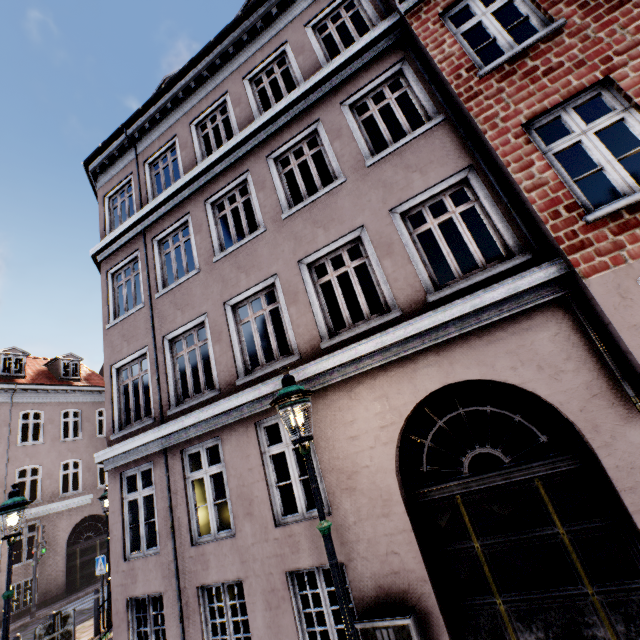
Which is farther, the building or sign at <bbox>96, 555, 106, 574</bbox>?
sign at <bbox>96, 555, 106, 574</bbox>

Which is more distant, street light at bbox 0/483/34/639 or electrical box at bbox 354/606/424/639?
street light at bbox 0/483/34/639

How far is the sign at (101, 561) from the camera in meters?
10.1

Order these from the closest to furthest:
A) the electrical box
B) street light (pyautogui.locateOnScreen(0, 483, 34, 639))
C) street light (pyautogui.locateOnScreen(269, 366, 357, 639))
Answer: street light (pyautogui.locateOnScreen(269, 366, 357, 639)) < the electrical box < street light (pyautogui.locateOnScreen(0, 483, 34, 639))

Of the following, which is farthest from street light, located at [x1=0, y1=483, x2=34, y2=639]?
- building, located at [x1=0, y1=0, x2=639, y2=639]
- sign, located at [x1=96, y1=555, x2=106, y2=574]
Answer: building, located at [x1=0, y1=0, x2=639, y2=639]

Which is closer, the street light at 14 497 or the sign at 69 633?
the sign at 69 633

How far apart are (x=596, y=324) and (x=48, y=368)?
27.9 meters
